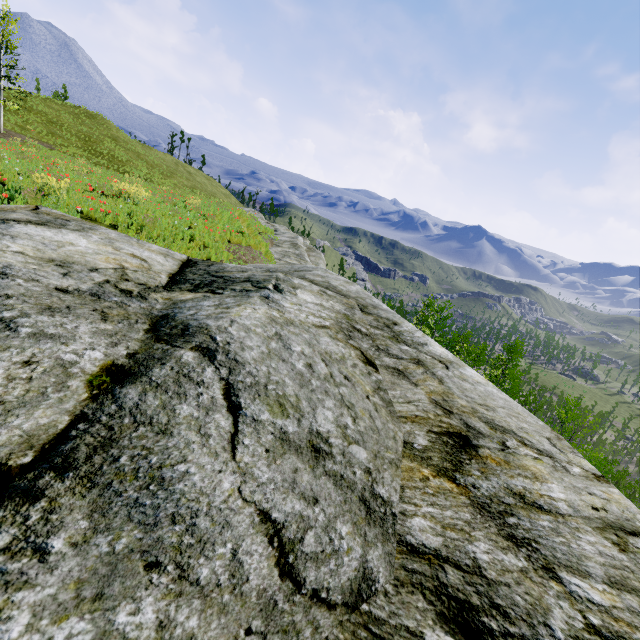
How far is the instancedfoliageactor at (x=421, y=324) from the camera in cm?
3043

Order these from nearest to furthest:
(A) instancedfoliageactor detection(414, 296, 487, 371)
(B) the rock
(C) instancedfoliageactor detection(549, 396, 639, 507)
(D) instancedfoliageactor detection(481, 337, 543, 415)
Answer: (B) the rock
(C) instancedfoliageactor detection(549, 396, 639, 507)
(D) instancedfoliageactor detection(481, 337, 543, 415)
(A) instancedfoliageactor detection(414, 296, 487, 371)

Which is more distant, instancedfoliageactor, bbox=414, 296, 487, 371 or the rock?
instancedfoliageactor, bbox=414, 296, 487, 371

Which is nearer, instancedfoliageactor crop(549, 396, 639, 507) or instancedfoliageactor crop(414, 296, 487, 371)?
instancedfoliageactor crop(549, 396, 639, 507)

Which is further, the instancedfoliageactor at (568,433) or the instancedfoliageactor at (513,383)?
the instancedfoliageactor at (513,383)

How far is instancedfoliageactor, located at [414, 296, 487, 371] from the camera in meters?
30.4 m

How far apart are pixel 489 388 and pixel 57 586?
2.55m
